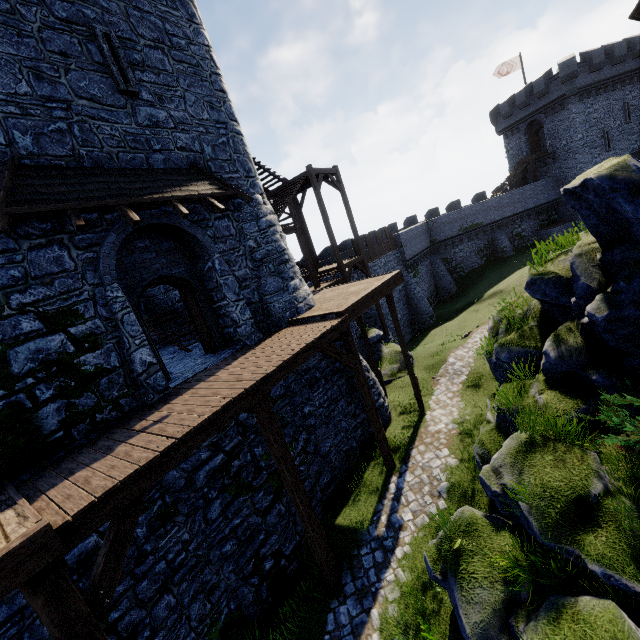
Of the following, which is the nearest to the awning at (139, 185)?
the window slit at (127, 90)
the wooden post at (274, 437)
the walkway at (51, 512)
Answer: the window slit at (127, 90)

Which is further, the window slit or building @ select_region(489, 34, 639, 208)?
building @ select_region(489, 34, 639, 208)

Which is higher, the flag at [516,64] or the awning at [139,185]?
the flag at [516,64]

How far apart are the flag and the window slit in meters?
44.1 m

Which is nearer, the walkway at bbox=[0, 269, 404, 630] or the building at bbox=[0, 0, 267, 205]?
the walkway at bbox=[0, 269, 404, 630]

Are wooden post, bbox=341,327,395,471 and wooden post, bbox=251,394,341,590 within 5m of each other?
yes

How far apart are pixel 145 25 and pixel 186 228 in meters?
5.9 m

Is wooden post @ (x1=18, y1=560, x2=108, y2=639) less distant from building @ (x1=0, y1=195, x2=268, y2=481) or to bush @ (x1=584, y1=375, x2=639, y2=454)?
building @ (x1=0, y1=195, x2=268, y2=481)
